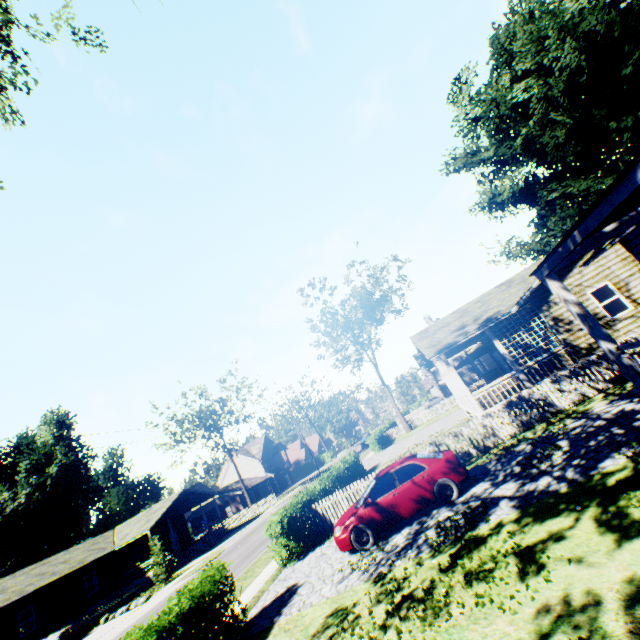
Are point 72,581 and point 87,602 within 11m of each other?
yes

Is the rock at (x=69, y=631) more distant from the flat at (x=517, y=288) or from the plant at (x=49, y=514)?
the flat at (x=517, y=288)

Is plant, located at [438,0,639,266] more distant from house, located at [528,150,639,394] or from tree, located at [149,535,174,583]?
tree, located at [149,535,174,583]

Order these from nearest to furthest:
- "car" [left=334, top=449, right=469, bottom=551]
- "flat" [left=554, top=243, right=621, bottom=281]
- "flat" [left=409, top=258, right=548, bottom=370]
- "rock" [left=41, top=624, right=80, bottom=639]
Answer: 1. "car" [left=334, top=449, right=469, bottom=551]
2. "flat" [left=554, top=243, right=621, bottom=281]
3. "flat" [left=409, top=258, right=548, bottom=370]
4. "rock" [left=41, top=624, right=80, bottom=639]

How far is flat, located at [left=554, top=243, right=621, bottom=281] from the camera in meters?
15.0

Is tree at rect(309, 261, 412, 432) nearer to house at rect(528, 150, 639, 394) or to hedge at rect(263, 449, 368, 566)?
hedge at rect(263, 449, 368, 566)

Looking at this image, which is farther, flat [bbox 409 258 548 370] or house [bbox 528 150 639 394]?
flat [bbox 409 258 548 370]

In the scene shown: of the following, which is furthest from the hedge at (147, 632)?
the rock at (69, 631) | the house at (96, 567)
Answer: the house at (96, 567)
